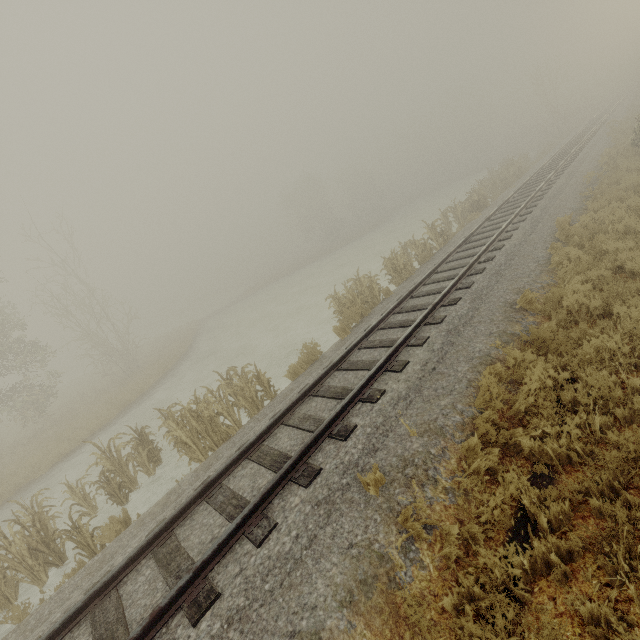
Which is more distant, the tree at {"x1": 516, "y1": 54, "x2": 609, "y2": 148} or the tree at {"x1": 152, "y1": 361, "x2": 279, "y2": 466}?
the tree at {"x1": 516, "y1": 54, "x2": 609, "y2": 148}

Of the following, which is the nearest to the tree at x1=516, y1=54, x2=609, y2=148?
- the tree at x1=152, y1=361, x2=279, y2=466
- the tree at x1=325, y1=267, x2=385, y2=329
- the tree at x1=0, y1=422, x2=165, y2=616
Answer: the tree at x1=325, y1=267, x2=385, y2=329

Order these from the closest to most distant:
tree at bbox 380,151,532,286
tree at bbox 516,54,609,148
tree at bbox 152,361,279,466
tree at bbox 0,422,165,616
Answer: tree at bbox 0,422,165,616
tree at bbox 152,361,279,466
tree at bbox 380,151,532,286
tree at bbox 516,54,609,148

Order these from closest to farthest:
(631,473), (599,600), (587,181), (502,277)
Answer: (599,600)
(631,473)
(502,277)
(587,181)

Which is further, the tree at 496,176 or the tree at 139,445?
the tree at 496,176

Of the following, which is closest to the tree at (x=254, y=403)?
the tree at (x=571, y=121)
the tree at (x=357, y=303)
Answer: the tree at (x=357, y=303)

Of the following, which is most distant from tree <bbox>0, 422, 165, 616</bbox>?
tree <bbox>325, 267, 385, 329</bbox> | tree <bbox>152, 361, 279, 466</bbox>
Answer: tree <bbox>325, 267, 385, 329</bbox>

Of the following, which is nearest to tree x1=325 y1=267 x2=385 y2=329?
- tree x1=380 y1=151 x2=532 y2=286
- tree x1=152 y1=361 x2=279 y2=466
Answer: tree x1=152 y1=361 x2=279 y2=466
